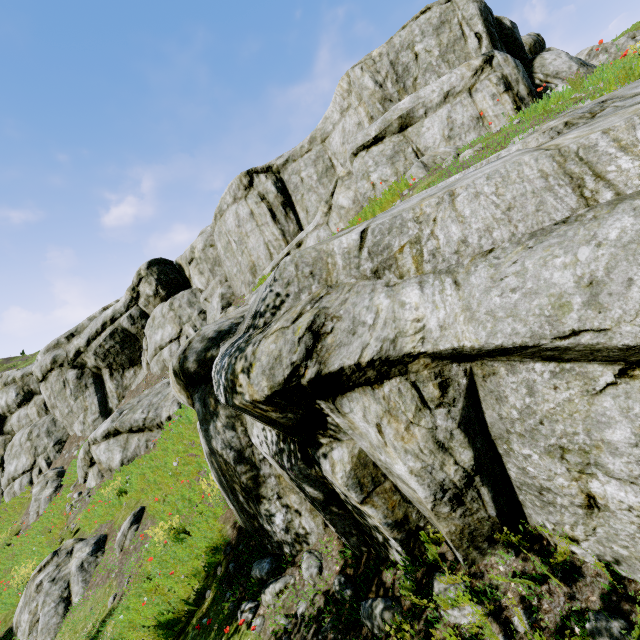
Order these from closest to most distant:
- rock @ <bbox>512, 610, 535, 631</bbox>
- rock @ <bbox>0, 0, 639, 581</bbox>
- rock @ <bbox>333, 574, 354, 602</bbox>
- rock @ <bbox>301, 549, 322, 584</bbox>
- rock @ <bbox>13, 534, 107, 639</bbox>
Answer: rock @ <bbox>0, 0, 639, 581</bbox> → rock @ <bbox>512, 610, 535, 631</bbox> → rock @ <bbox>333, 574, 354, 602</bbox> → rock @ <bbox>301, 549, 322, 584</bbox> → rock @ <bbox>13, 534, 107, 639</bbox>

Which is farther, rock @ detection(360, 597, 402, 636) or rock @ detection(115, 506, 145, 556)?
rock @ detection(115, 506, 145, 556)

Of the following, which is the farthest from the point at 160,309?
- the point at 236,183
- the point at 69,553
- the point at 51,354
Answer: the point at 69,553

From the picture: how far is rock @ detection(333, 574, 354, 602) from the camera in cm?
434

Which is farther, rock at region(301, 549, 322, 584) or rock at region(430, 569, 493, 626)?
rock at region(301, 549, 322, 584)

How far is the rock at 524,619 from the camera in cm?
295

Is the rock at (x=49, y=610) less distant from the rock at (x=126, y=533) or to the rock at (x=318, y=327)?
the rock at (x=126, y=533)
